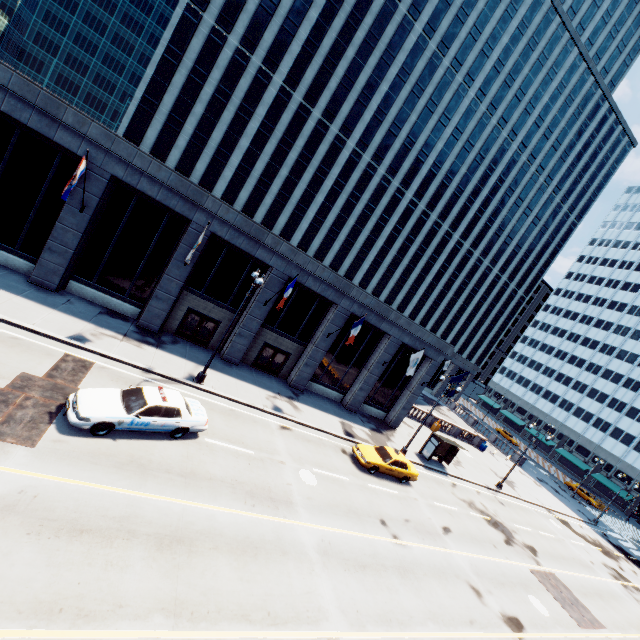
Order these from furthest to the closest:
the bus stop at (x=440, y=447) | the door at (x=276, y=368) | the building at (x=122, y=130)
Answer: the bus stop at (x=440, y=447), the door at (x=276, y=368), the building at (x=122, y=130)

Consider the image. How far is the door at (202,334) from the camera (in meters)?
→ 22.78

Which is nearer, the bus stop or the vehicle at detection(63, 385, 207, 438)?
the vehicle at detection(63, 385, 207, 438)

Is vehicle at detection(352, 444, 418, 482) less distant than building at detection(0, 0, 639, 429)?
No

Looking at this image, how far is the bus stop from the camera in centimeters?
2798cm

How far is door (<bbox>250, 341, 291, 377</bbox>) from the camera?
25.5 meters

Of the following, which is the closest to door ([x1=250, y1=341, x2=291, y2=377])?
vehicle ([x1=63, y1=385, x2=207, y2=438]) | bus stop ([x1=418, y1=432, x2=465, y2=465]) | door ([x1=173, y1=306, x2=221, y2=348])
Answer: door ([x1=173, y1=306, x2=221, y2=348])

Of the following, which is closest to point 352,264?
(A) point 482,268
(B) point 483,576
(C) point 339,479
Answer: (A) point 482,268
